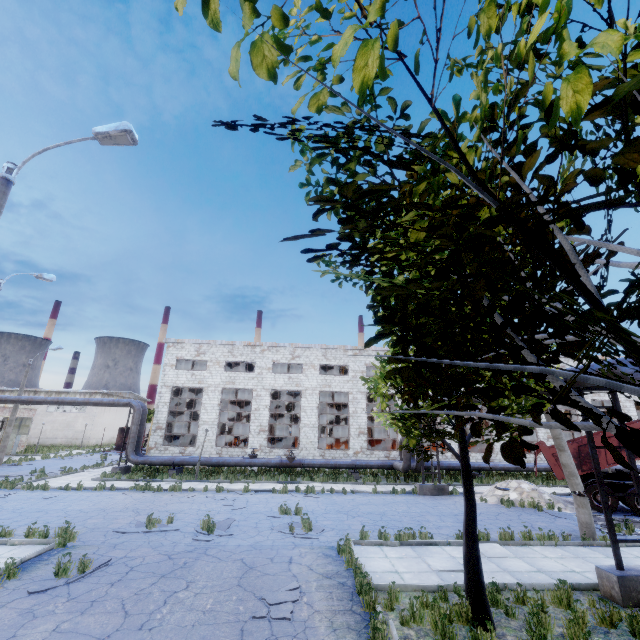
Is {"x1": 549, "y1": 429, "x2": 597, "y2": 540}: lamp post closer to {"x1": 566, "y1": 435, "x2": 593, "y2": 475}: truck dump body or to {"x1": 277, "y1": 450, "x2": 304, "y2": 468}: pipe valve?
{"x1": 566, "y1": 435, "x2": 593, "y2": 475}: truck dump body

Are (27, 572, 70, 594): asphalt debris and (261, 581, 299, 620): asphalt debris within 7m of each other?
yes

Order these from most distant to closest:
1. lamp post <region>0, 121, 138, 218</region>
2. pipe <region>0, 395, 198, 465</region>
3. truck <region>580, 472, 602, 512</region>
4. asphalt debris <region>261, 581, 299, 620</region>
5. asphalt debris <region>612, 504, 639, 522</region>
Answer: pipe <region>0, 395, 198, 465</region> < truck <region>580, 472, 602, 512</region> < asphalt debris <region>612, 504, 639, 522</region> < lamp post <region>0, 121, 138, 218</region> < asphalt debris <region>261, 581, 299, 620</region>

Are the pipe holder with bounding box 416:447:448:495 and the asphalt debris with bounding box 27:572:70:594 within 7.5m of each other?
no

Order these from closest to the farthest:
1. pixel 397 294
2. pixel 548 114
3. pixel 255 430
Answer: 1. pixel 548 114
2. pixel 397 294
3. pixel 255 430

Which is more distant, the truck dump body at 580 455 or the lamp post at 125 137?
the truck dump body at 580 455

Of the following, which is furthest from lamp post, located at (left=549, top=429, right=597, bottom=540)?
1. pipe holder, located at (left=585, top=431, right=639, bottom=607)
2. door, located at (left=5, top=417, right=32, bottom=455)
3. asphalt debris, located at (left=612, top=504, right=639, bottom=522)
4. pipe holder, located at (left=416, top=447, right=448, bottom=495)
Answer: door, located at (left=5, top=417, right=32, bottom=455)

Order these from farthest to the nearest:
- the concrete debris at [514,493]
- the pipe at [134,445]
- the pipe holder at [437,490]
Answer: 1. the pipe at [134,445]
2. the pipe holder at [437,490]
3. the concrete debris at [514,493]
